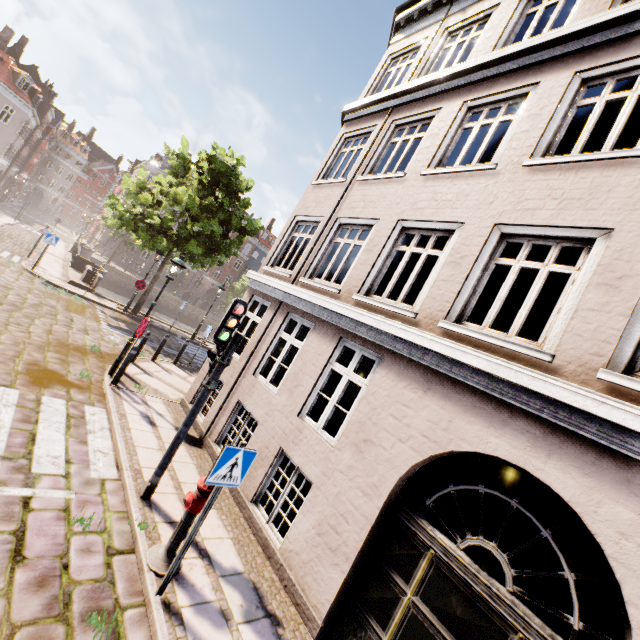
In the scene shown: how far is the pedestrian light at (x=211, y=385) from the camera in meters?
5.2 m

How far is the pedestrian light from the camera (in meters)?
5.18

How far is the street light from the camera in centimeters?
883cm

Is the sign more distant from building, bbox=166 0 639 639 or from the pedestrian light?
building, bbox=166 0 639 639

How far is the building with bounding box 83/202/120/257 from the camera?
42.6m

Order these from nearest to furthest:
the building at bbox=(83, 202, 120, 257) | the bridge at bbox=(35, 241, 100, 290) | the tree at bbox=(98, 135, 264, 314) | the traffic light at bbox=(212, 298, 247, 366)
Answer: the traffic light at bbox=(212, 298, 247, 366) < the tree at bbox=(98, 135, 264, 314) < the bridge at bbox=(35, 241, 100, 290) < the building at bbox=(83, 202, 120, 257)

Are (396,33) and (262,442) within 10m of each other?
no

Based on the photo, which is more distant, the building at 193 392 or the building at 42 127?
the building at 42 127
